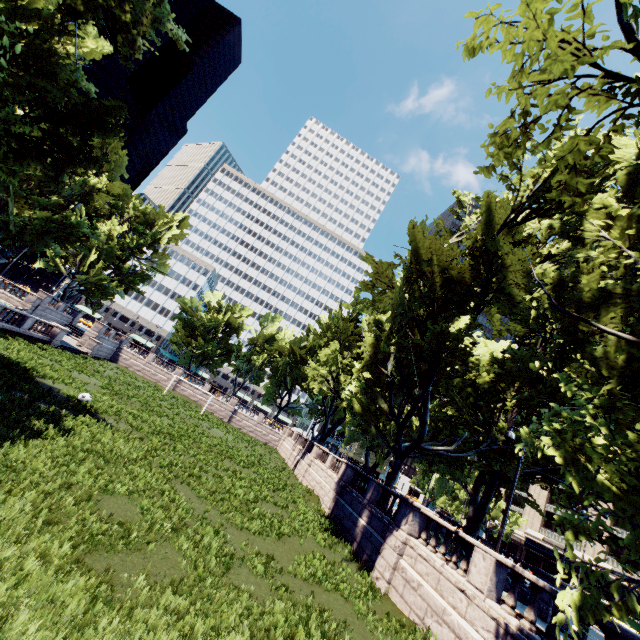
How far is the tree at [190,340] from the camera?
56.1m

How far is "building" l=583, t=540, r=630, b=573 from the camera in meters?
42.3 m

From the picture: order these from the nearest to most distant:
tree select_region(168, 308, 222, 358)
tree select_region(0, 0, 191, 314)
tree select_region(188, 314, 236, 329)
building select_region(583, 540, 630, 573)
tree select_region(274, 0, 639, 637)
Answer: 1. tree select_region(274, 0, 639, 637)
2. tree select_region(0, 0, 191, 314)
3. building select_region(583, 540, 630, 573)
4. tree select_region(168, 308, 222, 358)
5. tree select_region(188, 314, 236, 329)

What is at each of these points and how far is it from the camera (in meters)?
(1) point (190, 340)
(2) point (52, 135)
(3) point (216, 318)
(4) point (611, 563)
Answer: (1) tree, 56.84
(2) tree, 16.91
(3) tree, 58.81
(4) building, 42.94

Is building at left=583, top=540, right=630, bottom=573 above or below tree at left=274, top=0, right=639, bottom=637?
above

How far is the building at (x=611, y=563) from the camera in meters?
42.3

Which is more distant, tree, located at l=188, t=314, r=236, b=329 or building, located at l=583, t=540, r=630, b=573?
tree, located at l=188, t=314, r=236, b=329
